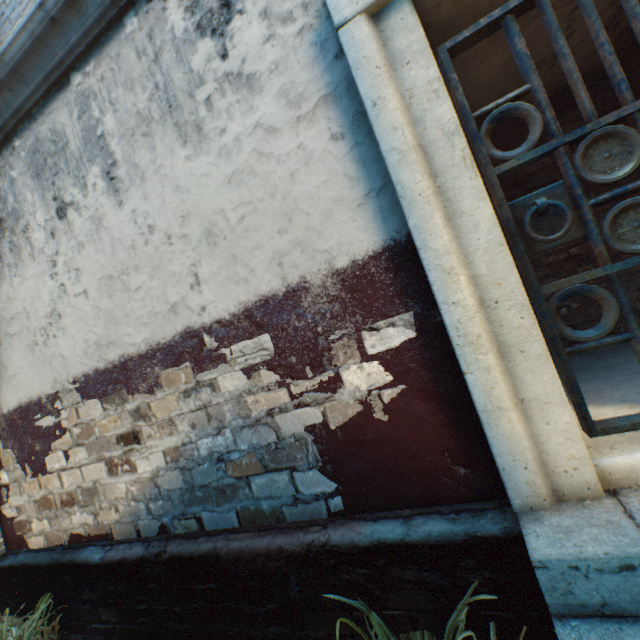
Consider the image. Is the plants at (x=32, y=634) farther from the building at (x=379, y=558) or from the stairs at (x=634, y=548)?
the stairs at (x=634, y=548)

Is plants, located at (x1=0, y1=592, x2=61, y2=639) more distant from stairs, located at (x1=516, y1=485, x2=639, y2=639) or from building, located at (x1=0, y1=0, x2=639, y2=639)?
stairs, located at (x1=516, y1=485, x2=639, y2=639)

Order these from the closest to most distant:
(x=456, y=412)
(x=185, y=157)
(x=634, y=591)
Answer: (x=634, y=591)
(x=456, y=412)
(x=185, y=157)

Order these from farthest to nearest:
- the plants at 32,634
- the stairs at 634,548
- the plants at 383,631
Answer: the plants at 32,634
the plants at 383,631
the stairs at 634,548

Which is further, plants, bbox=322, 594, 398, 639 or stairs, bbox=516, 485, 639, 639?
plants, bbox=322, 594, 398, 639

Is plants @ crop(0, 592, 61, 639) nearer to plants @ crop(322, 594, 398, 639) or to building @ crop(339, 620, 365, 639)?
building @ crop(339, 620, 365, 639)

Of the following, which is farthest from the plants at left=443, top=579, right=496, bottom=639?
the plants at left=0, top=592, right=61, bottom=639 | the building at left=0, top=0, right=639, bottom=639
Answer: the plants at left=0, top=592, right=61, bottom=639
